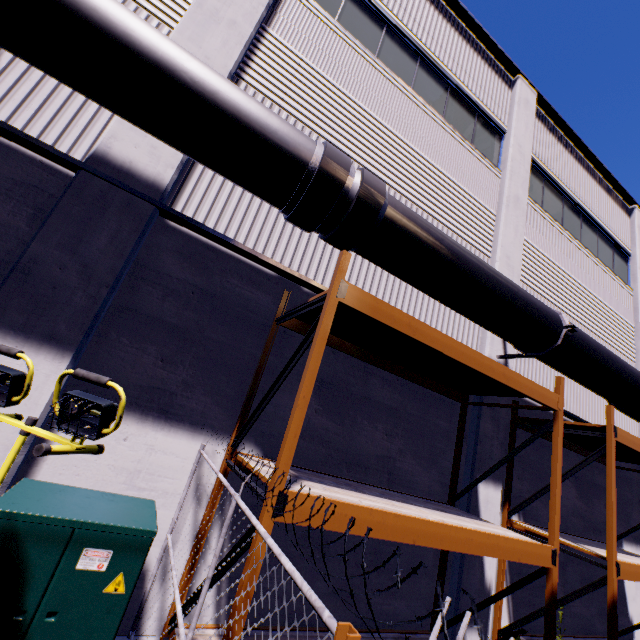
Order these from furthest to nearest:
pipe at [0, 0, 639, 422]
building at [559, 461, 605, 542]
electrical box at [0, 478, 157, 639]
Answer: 1. building at [559, 461, 605, 542]
2. pipe at [0, 0, 639, 422]
3. electrical box at [0, 478, 157, 639]

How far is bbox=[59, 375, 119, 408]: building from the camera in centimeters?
379cm

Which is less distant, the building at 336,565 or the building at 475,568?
the building at 336,565

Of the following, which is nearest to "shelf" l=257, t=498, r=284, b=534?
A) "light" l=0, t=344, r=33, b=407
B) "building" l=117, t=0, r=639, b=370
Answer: "building" l=117, t=0, r=639, b=370

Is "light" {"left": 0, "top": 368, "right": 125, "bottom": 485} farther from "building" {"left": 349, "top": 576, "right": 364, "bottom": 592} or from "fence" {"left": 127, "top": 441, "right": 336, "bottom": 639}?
"building" {"left": 349, "top": 576, "right": 364, "bottom": 592}

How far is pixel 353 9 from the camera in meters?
→ 7.5

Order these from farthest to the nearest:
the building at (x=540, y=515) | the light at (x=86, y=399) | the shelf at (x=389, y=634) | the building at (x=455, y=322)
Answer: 1. the building at (x=540, y=515)
2. the building at (x=455, y=322)
3. the shelf at (x=389, y=634)
4. the light at (x=86, y=399)
